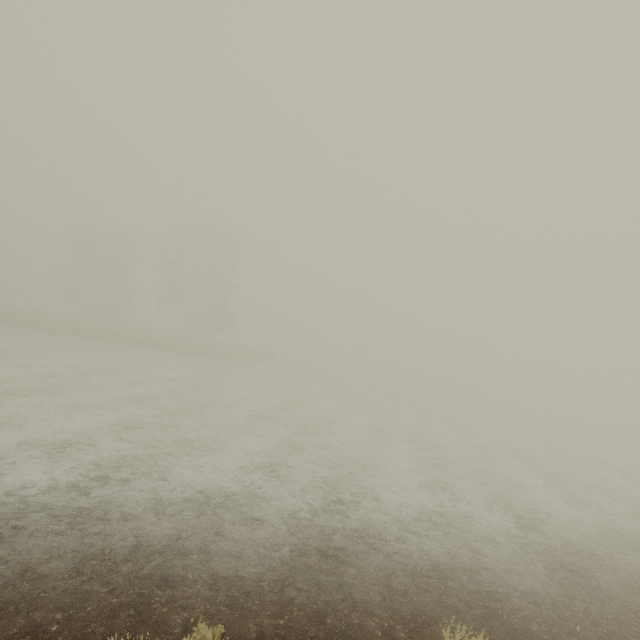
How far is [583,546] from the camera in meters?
7.5 m
